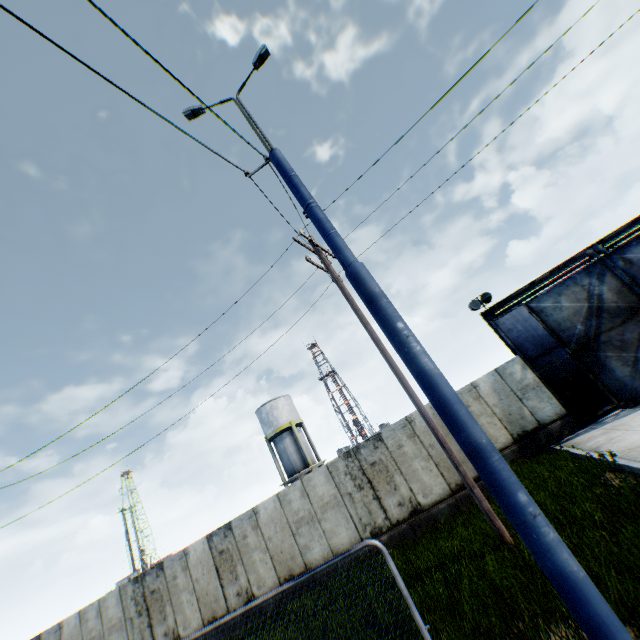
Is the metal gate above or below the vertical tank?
below

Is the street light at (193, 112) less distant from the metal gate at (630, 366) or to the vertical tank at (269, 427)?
the metal gate at (630, 366)

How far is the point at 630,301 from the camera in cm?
1373

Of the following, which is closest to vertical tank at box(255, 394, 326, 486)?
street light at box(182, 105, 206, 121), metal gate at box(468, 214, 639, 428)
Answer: metal gate at box(468, 214, 639, 428)

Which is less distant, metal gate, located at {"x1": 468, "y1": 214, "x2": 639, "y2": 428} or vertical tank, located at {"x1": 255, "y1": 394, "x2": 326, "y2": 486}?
metal gate, located at {"x1": 468, "y1": 214, "x2": 639, "y2": 428}

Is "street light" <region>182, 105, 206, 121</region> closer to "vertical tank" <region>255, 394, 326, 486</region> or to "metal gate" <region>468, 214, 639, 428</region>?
"metal gate" <region>468, 214, 639, 428</region>

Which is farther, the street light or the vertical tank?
the vertical tank

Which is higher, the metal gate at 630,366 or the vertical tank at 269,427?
the vertical tank at 269,427
